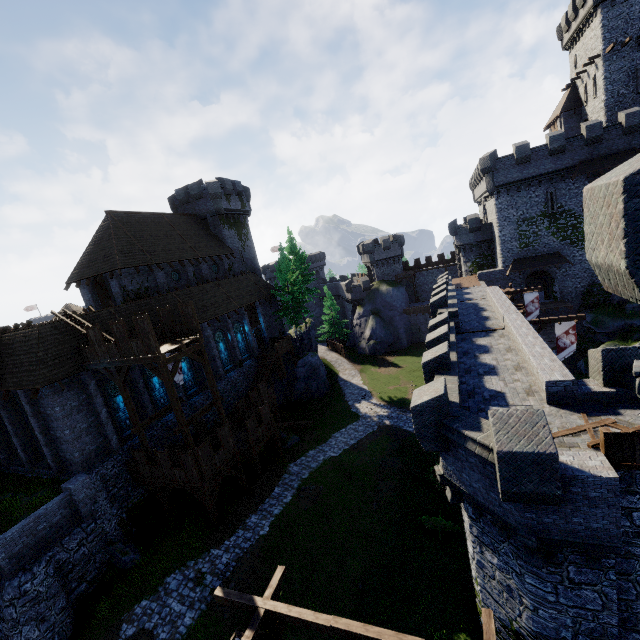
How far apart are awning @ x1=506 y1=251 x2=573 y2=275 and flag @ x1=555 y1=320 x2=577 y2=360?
18.54m

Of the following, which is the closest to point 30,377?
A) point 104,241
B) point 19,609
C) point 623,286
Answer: point 19,609

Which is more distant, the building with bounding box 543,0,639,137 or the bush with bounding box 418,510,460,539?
the building with bounding box 543,0,639,137

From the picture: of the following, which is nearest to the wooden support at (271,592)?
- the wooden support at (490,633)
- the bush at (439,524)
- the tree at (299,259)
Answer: the wooden support at (490,633)

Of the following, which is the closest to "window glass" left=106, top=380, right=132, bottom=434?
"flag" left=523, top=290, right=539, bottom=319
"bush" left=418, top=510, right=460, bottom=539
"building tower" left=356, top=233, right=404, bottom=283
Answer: "bush" left=418, top=510, right=460, bottom=539

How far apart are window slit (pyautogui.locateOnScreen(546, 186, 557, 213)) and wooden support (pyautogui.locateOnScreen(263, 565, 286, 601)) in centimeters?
4075cm

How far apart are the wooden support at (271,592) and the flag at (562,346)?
20.0 meters

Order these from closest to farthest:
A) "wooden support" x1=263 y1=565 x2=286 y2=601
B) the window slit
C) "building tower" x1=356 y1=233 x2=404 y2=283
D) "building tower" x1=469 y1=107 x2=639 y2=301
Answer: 1. "wooden support" x1=263 y1=565 x2=286 y2=601
2. "building tower" x1=469 y1=107 x2=639 y2=301
3. the window slit
4. "building tower" x1=356 y1=233 x2=404 y2=283
